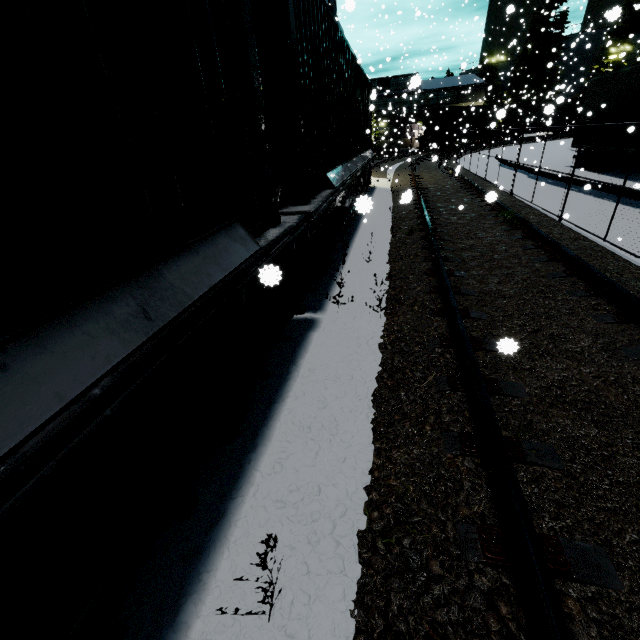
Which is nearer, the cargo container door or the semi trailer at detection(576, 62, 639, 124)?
the cargo container door

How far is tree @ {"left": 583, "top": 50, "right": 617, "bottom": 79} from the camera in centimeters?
4412cm

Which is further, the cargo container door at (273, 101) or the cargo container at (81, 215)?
the cargo container door at (273, 101)

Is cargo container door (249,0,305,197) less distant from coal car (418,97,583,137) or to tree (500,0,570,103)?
coal car (418,97,583,137)

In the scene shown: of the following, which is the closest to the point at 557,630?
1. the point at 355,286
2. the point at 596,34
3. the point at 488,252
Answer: the point at 355,286

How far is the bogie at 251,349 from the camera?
1.58m

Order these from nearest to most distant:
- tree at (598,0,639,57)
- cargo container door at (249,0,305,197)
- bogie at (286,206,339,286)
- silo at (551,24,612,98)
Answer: cargo container door at (249,0,305,197)
bogie at (286,206,339,286)
tree at (598,0,639,57)
silo at (551,24,612,98)

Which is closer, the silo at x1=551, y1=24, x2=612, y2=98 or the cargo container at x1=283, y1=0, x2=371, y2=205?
the cargo container at x1=283, y1=0, x2=371, y2=205
